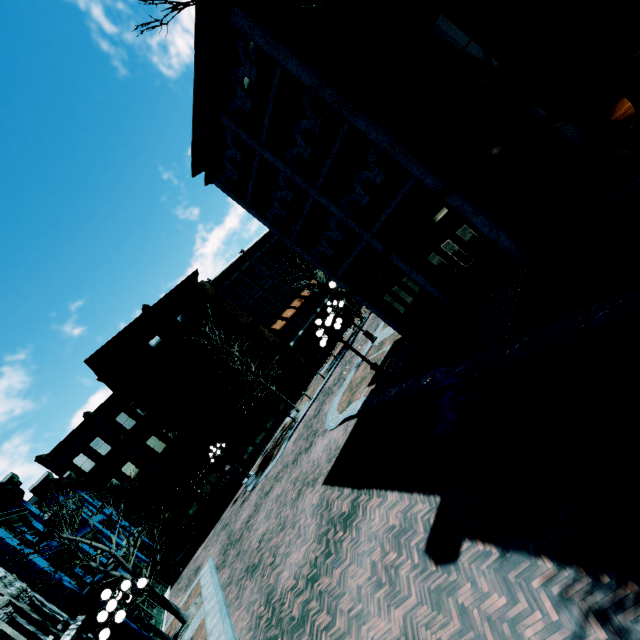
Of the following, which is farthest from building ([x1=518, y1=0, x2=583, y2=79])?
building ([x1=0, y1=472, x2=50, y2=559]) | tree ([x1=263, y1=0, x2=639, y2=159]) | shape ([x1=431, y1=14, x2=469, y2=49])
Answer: building ([x1=0, y1=472, x2=50, y2=559])

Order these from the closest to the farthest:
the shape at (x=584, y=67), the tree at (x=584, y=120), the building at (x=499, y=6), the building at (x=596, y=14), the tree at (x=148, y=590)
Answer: the tree at (x=584, y=120)
the building at (x=596, y=14)
the building at (x=499, y=6)
the shape at (x=584, y=67)
the tree at (x=148, y=590)

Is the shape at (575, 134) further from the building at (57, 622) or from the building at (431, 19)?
the building at (57, 622)

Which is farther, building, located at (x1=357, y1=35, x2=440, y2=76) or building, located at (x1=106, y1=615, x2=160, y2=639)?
building, located at (x1=106, y1=615, x2=160, y2=639)

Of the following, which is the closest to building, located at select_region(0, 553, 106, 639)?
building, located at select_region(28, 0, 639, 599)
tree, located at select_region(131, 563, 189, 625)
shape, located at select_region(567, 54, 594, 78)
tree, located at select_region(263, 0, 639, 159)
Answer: tree, located at select_region(131, 563, 189, 625)

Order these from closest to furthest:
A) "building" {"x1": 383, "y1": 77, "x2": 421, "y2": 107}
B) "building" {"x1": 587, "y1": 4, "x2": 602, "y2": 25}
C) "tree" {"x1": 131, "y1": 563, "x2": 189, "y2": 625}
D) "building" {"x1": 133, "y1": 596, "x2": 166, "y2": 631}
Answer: "building" {"x1": 587, "y1": 4, "x2": 602, "y2": 25}, "building" {"x1": 383, "y1": 77, "x2": 421, "y2": 107}, "tree" {"x1": 131, "y1": 563, "x2": 189, "y2": 625}, "building" {"x1": 133, "y1": 596, "x2": 166, "y2": 631}

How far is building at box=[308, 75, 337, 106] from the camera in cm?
886

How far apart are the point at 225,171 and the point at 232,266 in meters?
19.5 m
